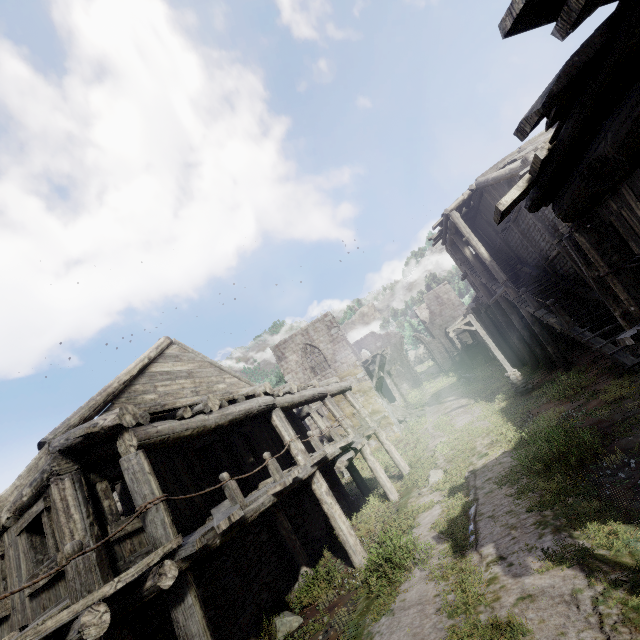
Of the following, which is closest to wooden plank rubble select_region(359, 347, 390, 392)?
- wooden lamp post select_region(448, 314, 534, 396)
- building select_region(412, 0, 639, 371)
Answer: building select_region(412, 0, 639, 371)

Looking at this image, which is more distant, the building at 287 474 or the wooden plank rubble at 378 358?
the wooden plank rubble at 378 358

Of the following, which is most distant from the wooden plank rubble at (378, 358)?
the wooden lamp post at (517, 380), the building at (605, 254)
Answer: the wooden lamp post at (517, 380)

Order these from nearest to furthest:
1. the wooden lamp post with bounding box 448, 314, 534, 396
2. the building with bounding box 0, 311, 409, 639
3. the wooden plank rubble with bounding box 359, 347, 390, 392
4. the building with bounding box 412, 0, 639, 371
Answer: the building with bounding box 412, 0, 639, 371 → the building with bounding box 0, 311, 409, 639 → the wooden lamp post with bounding box 448, 314, 534, 396 → the wooden plank rubble with bounding box 359, 347, 390, 392

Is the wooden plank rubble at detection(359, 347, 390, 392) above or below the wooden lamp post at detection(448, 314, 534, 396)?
above

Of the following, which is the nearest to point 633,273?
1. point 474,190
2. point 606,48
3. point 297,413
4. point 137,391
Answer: point 606,48

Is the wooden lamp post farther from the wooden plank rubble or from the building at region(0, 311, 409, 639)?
the wooden plank rubble
